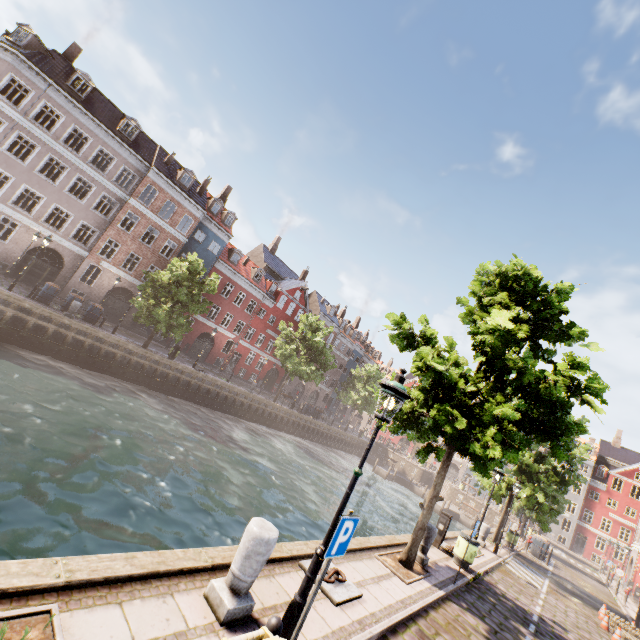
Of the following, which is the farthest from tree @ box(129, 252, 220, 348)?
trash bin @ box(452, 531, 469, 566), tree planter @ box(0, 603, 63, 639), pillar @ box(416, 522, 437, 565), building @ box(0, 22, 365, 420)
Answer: tree planter @ box(0, 603, 63, 639)

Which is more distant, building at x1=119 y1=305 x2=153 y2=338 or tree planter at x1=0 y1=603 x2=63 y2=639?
building at x1=119 y1=305 x2=153 y2=338

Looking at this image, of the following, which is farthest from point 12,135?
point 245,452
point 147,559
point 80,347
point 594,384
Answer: point 594,384

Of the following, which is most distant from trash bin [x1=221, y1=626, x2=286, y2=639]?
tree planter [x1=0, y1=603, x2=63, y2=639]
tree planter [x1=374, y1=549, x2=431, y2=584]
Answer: tree planter [x1=374, y1=549, x2=431, y2=584]

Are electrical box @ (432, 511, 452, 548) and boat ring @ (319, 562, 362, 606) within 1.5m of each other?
no

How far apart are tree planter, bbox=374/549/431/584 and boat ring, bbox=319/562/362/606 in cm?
228

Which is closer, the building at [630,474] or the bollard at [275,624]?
the bollard at [275,624]

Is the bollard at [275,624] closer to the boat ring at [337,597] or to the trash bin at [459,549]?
the boat ring at [337,597]
